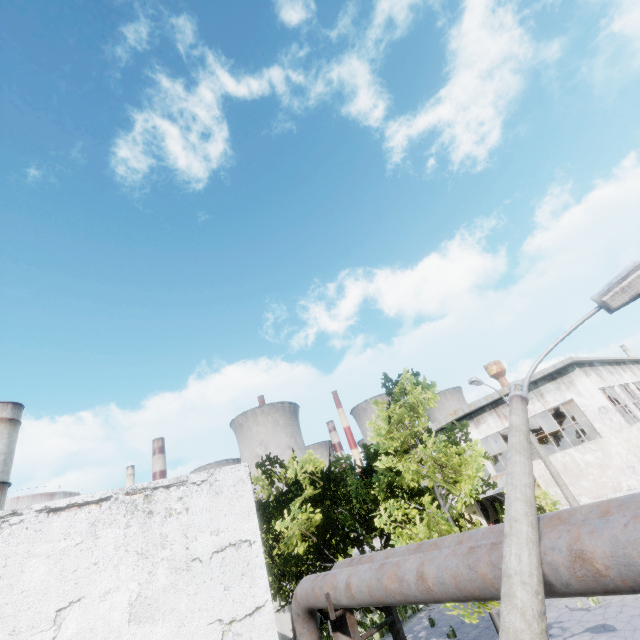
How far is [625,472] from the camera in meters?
18.7

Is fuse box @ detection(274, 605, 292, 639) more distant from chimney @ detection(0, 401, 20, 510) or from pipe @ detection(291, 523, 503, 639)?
chimney @ detection(0, 401, 20, 510)

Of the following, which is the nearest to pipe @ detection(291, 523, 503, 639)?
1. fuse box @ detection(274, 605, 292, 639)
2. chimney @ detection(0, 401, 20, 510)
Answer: fuse box @ detection(274, 605, 292, 639)

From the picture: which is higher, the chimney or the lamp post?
the chimney

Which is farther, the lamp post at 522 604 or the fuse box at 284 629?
the fuse box at 284 629

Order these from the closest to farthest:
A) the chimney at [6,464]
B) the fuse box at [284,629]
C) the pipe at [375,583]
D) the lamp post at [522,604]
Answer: the lamp post at [522,604] < the pipe at [375,583] < the fuse box at [284,629] < the chimney at [6,464]

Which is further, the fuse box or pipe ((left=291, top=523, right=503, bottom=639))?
the fuse box

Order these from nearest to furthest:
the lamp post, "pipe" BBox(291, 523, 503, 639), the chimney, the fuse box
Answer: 1. the lamp post
2. "pipe" BBox(291, 523, 503, 639)
3. the fuse box
4. the chimney
